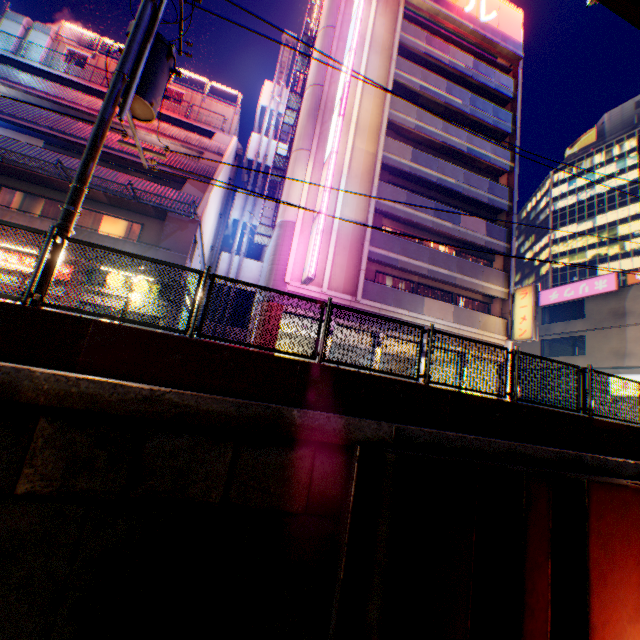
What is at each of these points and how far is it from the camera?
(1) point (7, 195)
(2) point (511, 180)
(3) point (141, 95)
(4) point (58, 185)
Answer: (1) curtain, 14.02m
(2) concrete block, 22.50m
(3) electric pole, 6.39m
(4) balcony, 13.88m

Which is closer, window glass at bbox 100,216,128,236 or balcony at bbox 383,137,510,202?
window glass at bbox 100,216,128,236

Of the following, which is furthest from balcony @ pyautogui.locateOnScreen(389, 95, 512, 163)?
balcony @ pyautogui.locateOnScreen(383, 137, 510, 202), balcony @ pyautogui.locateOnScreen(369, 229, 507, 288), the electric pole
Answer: the electric pole

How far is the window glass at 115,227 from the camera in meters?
15.3

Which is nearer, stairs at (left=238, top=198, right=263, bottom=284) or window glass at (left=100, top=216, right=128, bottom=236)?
window glass at (left=100, top=216, right=128, bottom=236)

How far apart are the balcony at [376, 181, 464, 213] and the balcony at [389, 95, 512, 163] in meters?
5.1

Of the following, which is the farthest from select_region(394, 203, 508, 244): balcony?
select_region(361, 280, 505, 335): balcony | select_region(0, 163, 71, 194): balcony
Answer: select_region(0, 163, 71, 194): balcony

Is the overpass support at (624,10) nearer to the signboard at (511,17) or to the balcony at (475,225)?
the balcony at (475,225)
